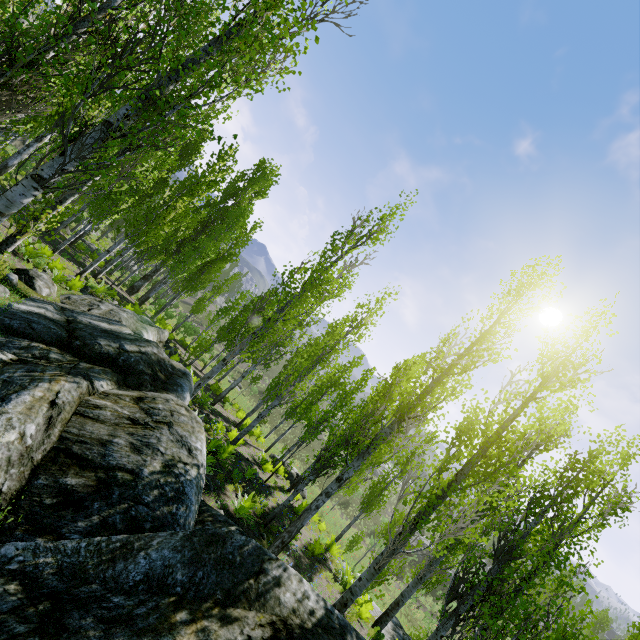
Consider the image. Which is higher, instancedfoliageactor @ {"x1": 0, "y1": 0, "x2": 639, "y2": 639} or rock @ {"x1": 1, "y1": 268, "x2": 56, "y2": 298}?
instancedfoliageactor @ {"x1": 0, "y1": 0, "x2": 639, "y2": 639}

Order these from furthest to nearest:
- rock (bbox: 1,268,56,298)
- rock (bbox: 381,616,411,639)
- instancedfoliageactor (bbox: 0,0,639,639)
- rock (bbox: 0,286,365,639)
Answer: rock (bbox: 381,616,411,639), rock (bbox: 1,268,56,298), instancedfoliageactor (bbox: 0,0,639,639), rock (bbox: 0,286,365,639)

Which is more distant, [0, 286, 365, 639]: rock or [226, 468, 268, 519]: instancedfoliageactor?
[226, 468, 268, 519]: instancedfoliageactor

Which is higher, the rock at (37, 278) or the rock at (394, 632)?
the rock at (37, 278)

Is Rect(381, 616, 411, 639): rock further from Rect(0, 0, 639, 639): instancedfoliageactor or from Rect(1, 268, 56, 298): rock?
Rect(1, 268, 56, 298): rock

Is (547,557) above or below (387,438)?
above

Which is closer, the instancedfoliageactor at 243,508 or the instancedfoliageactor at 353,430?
the instancedfoliageactor at 353,430

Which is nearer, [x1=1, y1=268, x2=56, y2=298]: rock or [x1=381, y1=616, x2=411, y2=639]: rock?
[x1=1, y1=268, x2=56, y2=298]: rock
